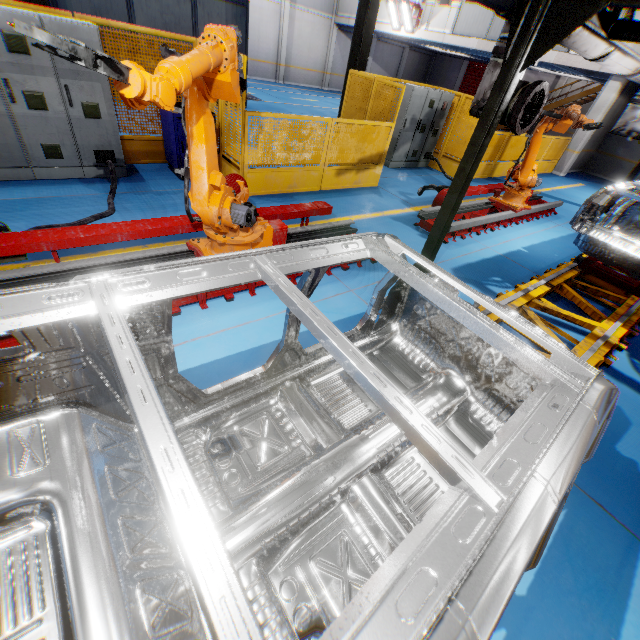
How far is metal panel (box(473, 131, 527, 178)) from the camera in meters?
11.0

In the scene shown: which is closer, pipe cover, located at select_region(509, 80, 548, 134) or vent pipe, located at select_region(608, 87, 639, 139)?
pipe cover, located at select_region(509, 80, 548, 134)

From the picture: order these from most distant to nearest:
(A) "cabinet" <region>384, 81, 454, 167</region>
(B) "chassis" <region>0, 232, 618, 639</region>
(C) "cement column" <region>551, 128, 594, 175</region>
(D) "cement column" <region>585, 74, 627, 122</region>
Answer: (C) "cement column" <region>551, 128, 594, 175</region>
(D) "cement column" <region>585, 74, 627, 122</region>
(A) "cabinet" <region>384, 81, 454, 167</region>
(B) "chassis" <region>0, 232, 618, 639</region>

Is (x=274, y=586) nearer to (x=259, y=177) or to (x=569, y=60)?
(x=259, y=177)

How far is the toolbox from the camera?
5.94m

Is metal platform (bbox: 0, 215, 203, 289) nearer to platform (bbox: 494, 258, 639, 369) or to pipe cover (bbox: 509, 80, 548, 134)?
platform (bbox: 494, 258, 639, 369)

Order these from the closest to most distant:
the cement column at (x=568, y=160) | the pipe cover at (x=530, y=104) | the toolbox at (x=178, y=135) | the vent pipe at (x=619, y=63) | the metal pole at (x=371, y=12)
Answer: the pipe cover at (x=530, y=104) < the vent pipe at (x=619, y=63) < the toolbox at (x=178, y=135) < the metal pole at (x=371, y=12) < the cement column at (x=568, y=160)

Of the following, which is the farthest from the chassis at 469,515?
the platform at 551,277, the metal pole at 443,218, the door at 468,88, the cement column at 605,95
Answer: the door at 468,88
